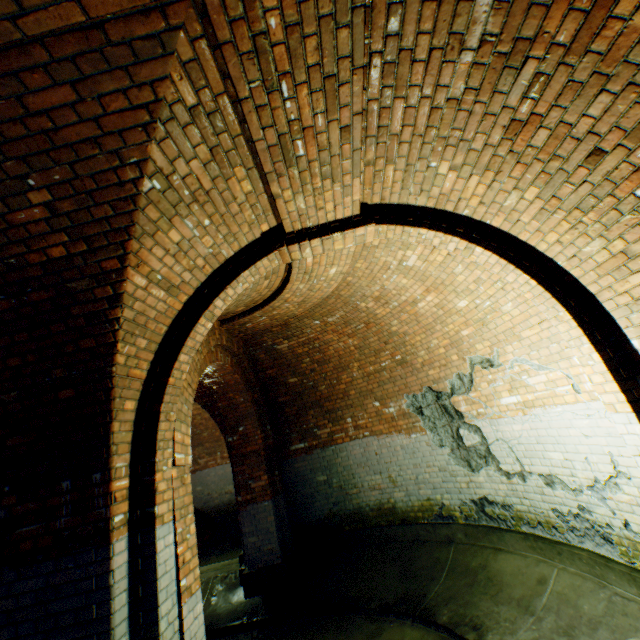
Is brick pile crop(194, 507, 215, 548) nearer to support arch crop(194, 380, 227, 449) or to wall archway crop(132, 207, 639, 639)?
support arch crop(194, 380, 227, 449)

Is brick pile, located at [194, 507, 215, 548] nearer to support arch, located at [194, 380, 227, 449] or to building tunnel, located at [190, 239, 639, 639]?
building tunnel, located at [190, 239, 639, 639]

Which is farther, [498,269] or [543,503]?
[543,503]

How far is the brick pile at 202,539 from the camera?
10.5 meters

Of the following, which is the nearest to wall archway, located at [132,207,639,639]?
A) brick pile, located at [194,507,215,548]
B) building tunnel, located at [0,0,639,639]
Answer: building tunnel, located at [0,0,639,639]

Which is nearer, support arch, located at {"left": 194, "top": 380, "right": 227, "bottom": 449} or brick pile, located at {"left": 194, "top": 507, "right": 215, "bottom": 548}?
support arch, located at {"left": 194, "top": 380, "right": 227, "bottom": 449}

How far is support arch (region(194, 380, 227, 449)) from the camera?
7.28m

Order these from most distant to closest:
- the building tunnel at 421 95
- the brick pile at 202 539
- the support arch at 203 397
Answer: the brick pile at 202 539 < the support arch at 203 397 < the building tunnel at 421 95
